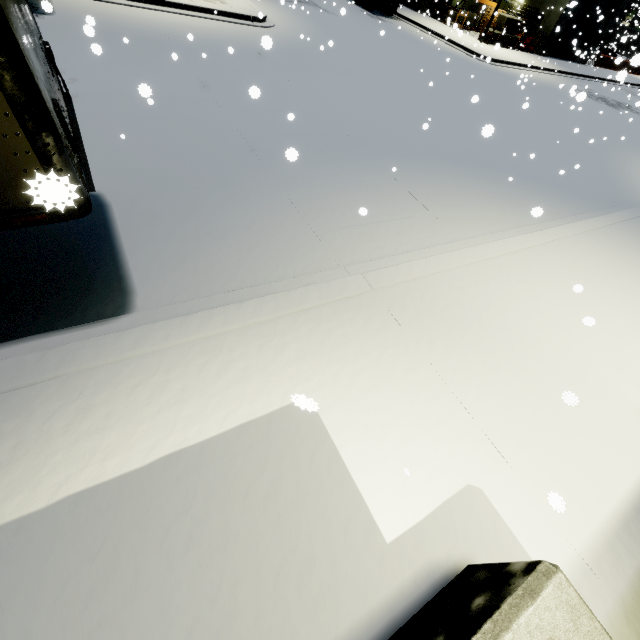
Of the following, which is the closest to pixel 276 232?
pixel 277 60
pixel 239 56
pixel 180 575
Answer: pixel 180 575

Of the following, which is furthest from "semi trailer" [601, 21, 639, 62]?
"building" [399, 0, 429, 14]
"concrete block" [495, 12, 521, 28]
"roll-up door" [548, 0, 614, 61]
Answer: "roll-up door" [548, 0, 614, 61]

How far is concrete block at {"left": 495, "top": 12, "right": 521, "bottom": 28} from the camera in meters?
25.2 m

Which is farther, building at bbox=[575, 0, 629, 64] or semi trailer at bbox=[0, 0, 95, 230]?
building at bbox=[575, 0, 629, 64]

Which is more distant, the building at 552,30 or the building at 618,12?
the building at 618,12

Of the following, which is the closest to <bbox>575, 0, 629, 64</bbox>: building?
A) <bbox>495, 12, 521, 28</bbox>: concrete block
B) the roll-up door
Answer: the roll-up door

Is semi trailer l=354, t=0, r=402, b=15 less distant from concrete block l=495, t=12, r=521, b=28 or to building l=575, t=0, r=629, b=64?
building l=575, t=0, r=629, b=64

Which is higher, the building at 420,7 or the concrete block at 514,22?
the concrete block at 514,22
